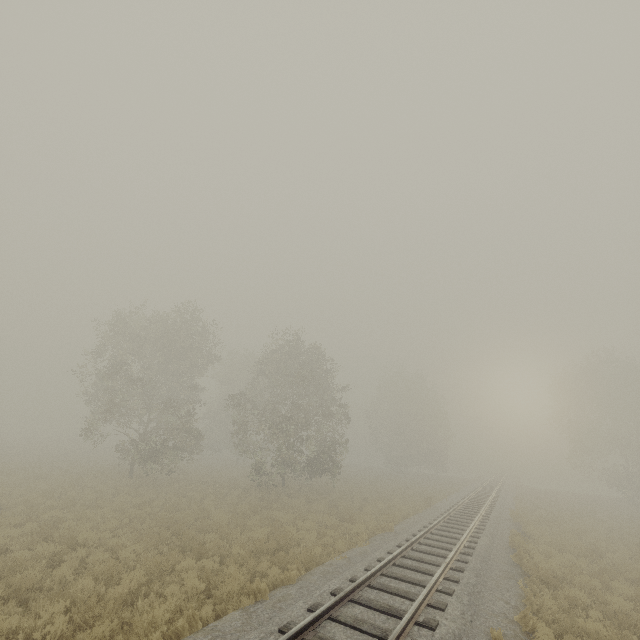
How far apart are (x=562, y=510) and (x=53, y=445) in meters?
62.9 m
